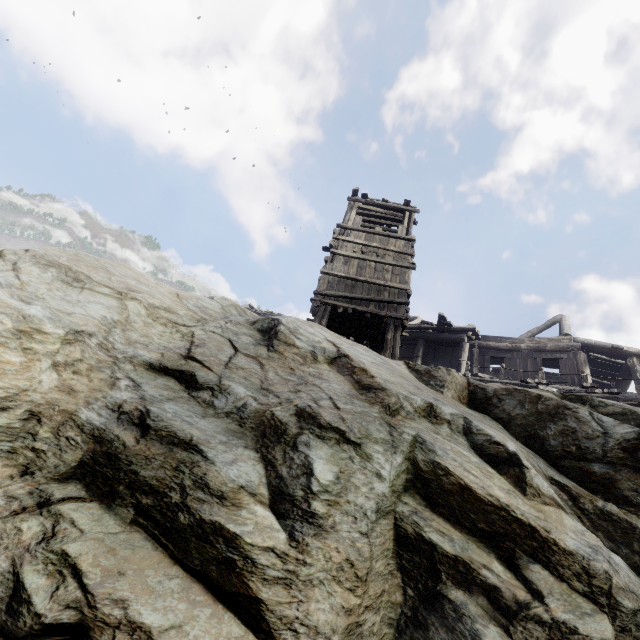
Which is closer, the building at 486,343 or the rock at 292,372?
the rock at 292,372

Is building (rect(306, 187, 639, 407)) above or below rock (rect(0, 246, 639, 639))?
above

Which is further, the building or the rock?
the building

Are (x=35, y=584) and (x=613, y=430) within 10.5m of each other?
yes

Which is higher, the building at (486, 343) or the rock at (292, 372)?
the building at (486, 343)
